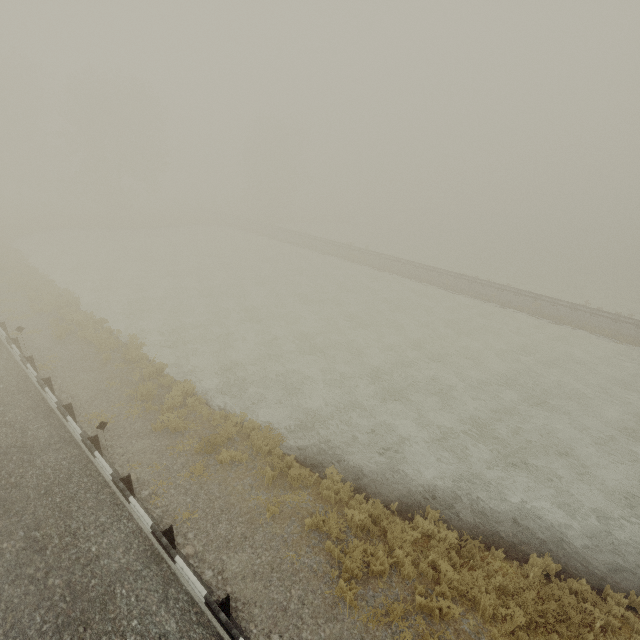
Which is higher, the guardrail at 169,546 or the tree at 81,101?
the tree at 81,101

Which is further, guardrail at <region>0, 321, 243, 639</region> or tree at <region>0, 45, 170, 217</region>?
tree at <region>0, 45, 170, 217</region>

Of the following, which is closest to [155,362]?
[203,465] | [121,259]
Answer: [203,465]

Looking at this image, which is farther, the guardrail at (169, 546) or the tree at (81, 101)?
the tree at (81, 101)

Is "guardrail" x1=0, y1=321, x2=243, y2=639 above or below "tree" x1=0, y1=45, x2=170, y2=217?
below
